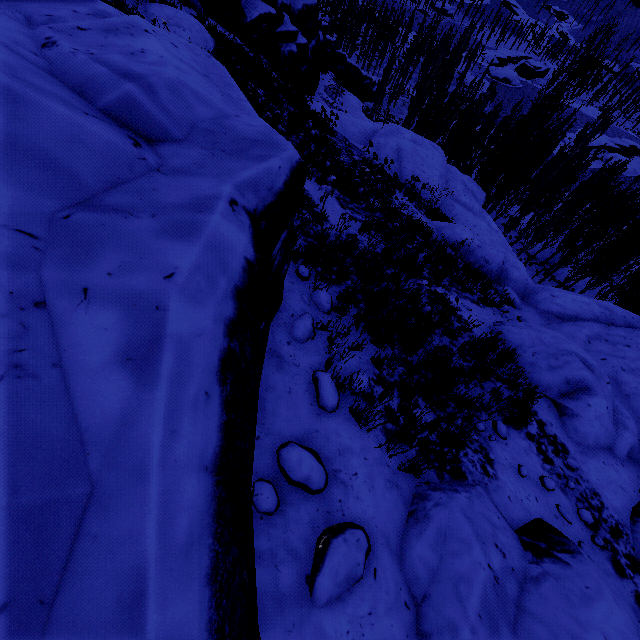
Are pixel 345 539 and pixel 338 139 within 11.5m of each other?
no

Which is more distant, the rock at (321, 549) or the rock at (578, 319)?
the rock at (578, 319)

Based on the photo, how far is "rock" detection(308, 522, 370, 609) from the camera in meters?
2.3 m

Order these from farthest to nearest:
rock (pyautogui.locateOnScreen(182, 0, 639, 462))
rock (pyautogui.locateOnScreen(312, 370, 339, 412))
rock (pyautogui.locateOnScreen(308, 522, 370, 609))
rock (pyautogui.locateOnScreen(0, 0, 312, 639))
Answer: rock (pyautogui.locateOnScreen(182, 0, 639, 462)) → rock (pyautogui.locateOnScreen(312, 370, 339, 412)) → rock (pyautogui.locateOnScreen(308, 522, 370, 609)) → rock (pyautogui.locateOnScreen(0, 0, 312, 639))

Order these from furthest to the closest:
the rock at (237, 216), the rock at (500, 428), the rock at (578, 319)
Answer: the rock at (578, 319) < the rock at (500, 428) < the rock at (237, 216)

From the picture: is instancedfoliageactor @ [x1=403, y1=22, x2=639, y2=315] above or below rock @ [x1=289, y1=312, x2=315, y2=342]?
below

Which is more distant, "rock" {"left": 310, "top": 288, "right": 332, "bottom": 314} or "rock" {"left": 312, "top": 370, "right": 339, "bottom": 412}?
"rock" {"left": 310, "top": 288, "right": 332, "bottom": 314}
